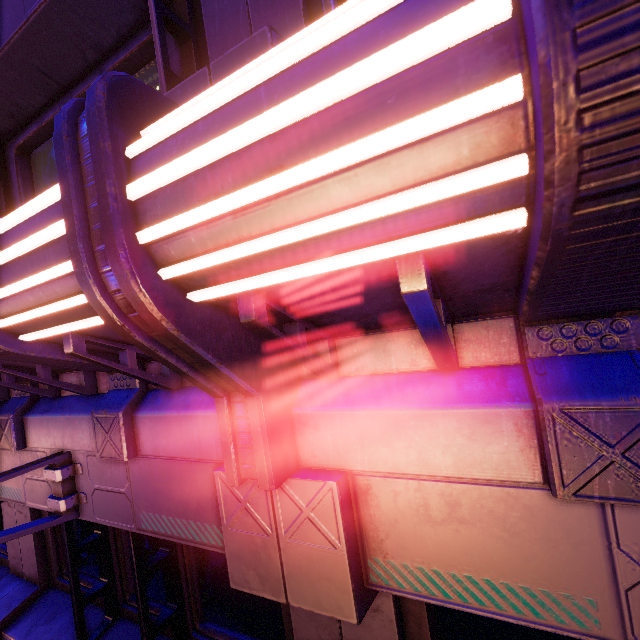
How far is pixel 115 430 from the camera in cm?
252
